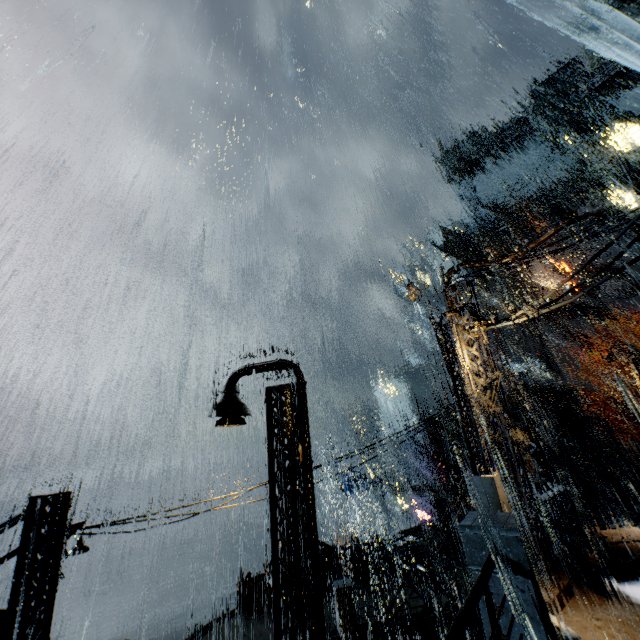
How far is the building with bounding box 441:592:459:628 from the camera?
14.5m

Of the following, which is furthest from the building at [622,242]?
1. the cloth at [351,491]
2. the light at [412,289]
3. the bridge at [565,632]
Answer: the cloth at [351,491]

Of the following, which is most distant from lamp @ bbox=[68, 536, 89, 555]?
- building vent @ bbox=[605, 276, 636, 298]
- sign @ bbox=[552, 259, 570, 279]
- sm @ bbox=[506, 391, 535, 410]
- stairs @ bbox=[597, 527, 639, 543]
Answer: building vent @ bbox=[605, 276, 636, 298]

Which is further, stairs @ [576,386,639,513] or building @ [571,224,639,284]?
building @ [571,224,639,284]

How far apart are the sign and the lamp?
53.0 meters

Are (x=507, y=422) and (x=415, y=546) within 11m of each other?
yes

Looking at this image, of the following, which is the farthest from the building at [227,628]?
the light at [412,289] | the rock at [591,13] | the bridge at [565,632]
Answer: the rock at [591,13]

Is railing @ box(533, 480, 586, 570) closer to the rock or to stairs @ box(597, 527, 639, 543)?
stairs @ box(597, 527, 639, 543)
